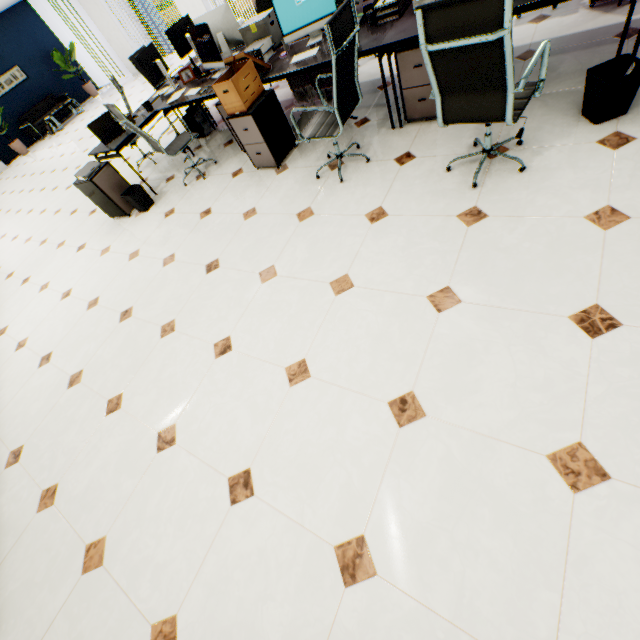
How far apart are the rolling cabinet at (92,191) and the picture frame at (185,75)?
1.6m

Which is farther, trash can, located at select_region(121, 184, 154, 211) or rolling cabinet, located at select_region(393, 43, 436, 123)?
trash can, located at select_region(121, 184, 154, 211)

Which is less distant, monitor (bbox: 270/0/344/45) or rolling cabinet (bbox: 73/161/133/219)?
monitor (bbox: 270/0/344/45)

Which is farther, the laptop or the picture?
the picture

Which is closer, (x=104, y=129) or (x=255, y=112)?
(x=255, y=112)

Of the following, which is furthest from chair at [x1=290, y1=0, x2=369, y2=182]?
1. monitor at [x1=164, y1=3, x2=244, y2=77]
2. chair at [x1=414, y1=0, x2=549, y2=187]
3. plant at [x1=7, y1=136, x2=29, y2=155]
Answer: plant at [x1=7, y1=136, x2=29, y2=155]

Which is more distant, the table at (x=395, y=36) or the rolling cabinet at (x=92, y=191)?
the rolling cabinet at (x=92, y=191)

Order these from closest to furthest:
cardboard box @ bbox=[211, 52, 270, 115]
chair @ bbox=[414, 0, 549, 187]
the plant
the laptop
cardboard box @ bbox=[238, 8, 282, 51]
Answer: chair @ bbox=[414, 0, 549, 187] < cardboard box @ bbox=[211, 52, 270, 115] < cardboard box @ bbox=[238, 8, 282, 51] < the laptop < the plant
